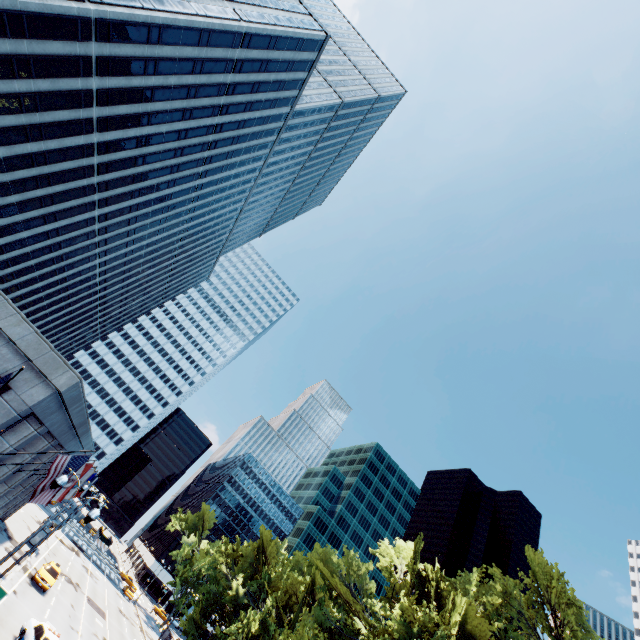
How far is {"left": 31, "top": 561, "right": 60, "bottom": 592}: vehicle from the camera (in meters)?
28.95

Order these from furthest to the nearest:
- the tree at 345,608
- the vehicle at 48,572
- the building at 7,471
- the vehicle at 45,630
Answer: the vehicle at 48,572
the tree at 345,608
the building at 7,471
the vehicle at 45,630

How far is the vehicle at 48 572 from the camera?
28.95m

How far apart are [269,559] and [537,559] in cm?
3296

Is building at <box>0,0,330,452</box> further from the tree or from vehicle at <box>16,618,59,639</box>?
the tree

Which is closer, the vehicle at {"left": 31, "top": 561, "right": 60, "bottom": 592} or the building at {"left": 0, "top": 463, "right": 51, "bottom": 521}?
the building at {"left": 0, "top": 463, "right": 51, "bottom": 521}

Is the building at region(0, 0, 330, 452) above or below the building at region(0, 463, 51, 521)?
above

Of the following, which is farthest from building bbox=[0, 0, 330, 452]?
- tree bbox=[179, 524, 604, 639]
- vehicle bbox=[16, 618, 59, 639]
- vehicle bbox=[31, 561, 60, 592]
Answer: tree bbox=[179, 524, 604, 639]
